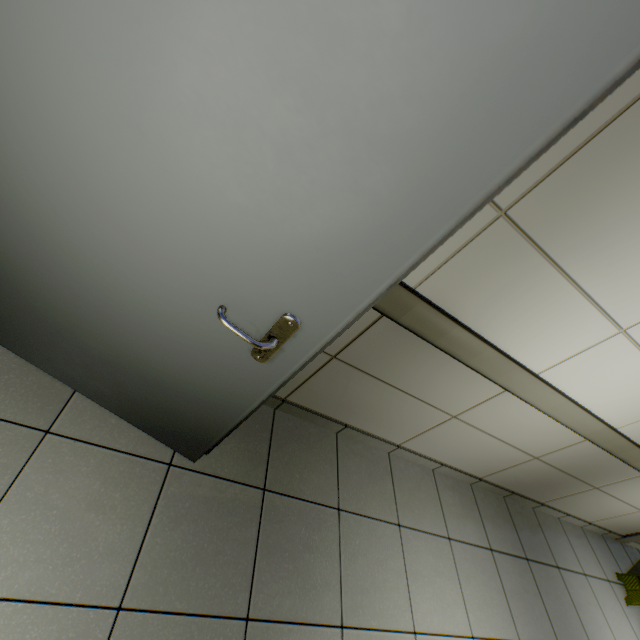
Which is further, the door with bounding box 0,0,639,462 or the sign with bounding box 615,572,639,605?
the sign with bounding box 615,572,639,605

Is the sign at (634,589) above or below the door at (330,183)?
below

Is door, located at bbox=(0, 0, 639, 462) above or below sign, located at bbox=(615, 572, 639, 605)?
above

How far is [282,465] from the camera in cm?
183

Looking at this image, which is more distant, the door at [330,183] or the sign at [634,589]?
the sign at [634,589]
